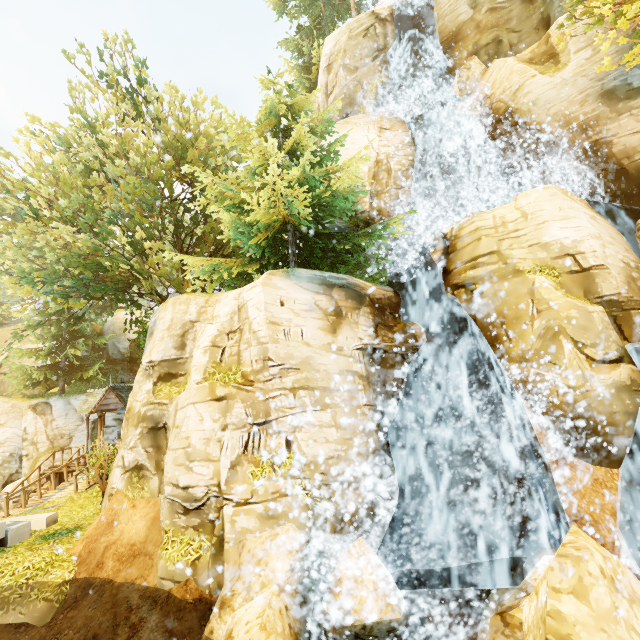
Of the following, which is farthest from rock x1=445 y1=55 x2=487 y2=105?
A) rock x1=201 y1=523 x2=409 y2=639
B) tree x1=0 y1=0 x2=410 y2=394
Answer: rock x1=201 y1=523 x2=409 y2=639

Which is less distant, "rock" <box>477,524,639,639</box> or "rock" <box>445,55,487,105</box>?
"rock" <box>477,524,639,639</box>

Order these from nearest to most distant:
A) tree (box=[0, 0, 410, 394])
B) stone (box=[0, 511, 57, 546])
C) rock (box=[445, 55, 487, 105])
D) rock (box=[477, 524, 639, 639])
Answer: rock (box=[477, 524, 639, 639])
stone (box=[0, 511, 57, 546])
tree (box=[0, 0, 410, 394])
rock (box=[445, 55, 487, 105])

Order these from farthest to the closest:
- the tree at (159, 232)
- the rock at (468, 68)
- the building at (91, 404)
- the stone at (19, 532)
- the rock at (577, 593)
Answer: the building at (91, 404), the rock at (468, 68), the tree at (159, 232), the stone at (19, 532), the rock at (577, 593)

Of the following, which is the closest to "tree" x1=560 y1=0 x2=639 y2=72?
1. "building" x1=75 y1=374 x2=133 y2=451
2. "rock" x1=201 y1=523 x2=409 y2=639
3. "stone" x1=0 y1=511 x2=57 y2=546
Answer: "building" x1=75 y1=374 x2=133 y2=451

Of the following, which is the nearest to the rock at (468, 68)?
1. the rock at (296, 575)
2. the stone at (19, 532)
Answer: the rock at (296, 575)

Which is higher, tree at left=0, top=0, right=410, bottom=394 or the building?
tree at left=0, top=0, right=410, bottom=394

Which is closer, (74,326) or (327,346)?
(327,346)
